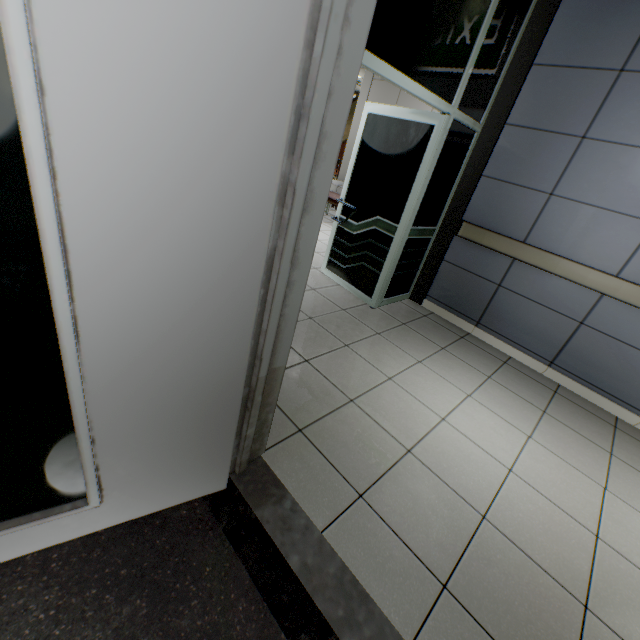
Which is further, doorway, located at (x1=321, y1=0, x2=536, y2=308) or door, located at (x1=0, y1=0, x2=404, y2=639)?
doorway, located at (x1=321, y1=0, x2=536, y2=308)

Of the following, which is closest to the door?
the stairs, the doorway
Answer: the stairs

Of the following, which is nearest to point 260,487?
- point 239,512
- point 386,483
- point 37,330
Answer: point 239,512

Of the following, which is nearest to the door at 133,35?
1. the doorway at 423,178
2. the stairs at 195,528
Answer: the stairs at 195,528

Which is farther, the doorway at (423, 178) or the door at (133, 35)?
the doorway at (423, 178)

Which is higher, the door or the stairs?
the door

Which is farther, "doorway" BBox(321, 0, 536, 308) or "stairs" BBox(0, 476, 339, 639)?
"doorway" BBox(321, 0, 536, 308)

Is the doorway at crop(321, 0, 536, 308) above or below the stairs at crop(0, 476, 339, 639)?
above
